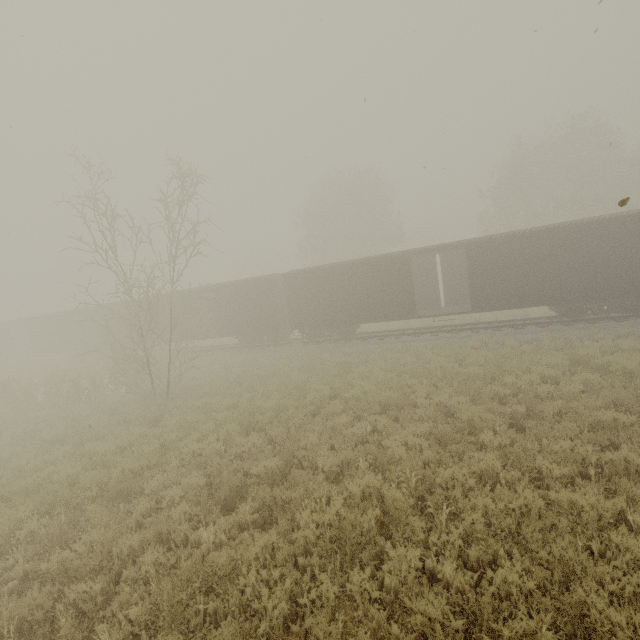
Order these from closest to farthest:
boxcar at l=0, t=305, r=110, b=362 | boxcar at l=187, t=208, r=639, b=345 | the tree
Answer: boxcar at l=187, t=208, r=639, b=345, boxcar at l=0, t=305, r=110, b=362, the tree

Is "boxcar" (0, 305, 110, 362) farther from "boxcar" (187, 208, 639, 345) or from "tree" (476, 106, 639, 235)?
"tree" (476, 106, 639, 235)

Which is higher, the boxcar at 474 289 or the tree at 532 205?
the tree at 532 205

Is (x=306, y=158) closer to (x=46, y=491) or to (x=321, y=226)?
(x=46, y=491)

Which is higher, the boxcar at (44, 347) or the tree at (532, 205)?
the tree at (532, 205)

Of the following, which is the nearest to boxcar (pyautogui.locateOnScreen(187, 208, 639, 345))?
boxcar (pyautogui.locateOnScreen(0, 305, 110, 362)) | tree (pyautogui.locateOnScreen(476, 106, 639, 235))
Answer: boxcar (pyautogui.locateOnScreen(0, 305, 110, 362))
